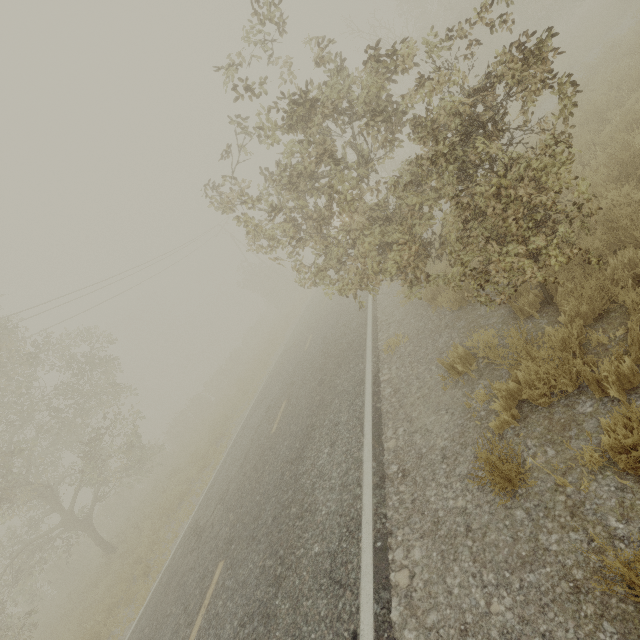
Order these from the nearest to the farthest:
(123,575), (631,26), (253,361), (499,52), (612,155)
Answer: (612,155)
(123,575)
(631,26)
(499,52)
(253,361)
